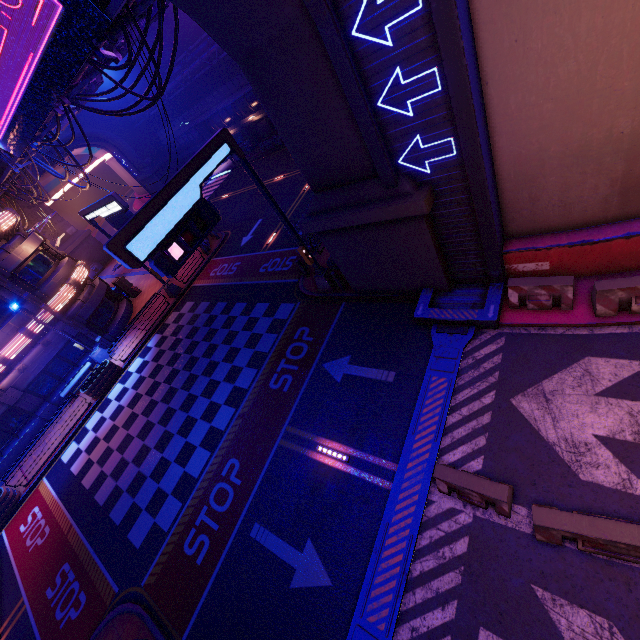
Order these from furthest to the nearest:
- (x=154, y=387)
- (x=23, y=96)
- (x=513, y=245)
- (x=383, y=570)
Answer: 1. (x=154, y=387)
2. (x=23, y=96)
3. (x=513, y=245)
4. (x=383, y=570)

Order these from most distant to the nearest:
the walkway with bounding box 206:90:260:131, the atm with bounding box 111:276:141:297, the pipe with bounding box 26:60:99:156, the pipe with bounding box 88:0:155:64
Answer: the walkway with bounding box 206:90:260:131, the atm with bounding box 111:276:141:297, the pipe with bounding box 26:60:99:156, the pipe with bounding box 88:0:155:64

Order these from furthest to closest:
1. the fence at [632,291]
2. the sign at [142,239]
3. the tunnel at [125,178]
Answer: the tunnel at [125,178] < the sign at [142,239] < the fence at [632,291]

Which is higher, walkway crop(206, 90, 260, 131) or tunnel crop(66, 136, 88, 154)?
tunnel crop(66, 136, 88, 154)

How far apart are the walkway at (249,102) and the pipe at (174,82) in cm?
278

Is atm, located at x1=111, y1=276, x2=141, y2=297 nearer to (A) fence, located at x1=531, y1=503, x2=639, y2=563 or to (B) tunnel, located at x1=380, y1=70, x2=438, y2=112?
(B) tunnel, located at x1=380, y1=70, x2=438, y2=112

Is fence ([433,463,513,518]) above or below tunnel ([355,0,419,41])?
below

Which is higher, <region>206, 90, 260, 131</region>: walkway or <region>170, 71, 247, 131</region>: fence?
<region>170, 71, 247, 131</region>: fence
